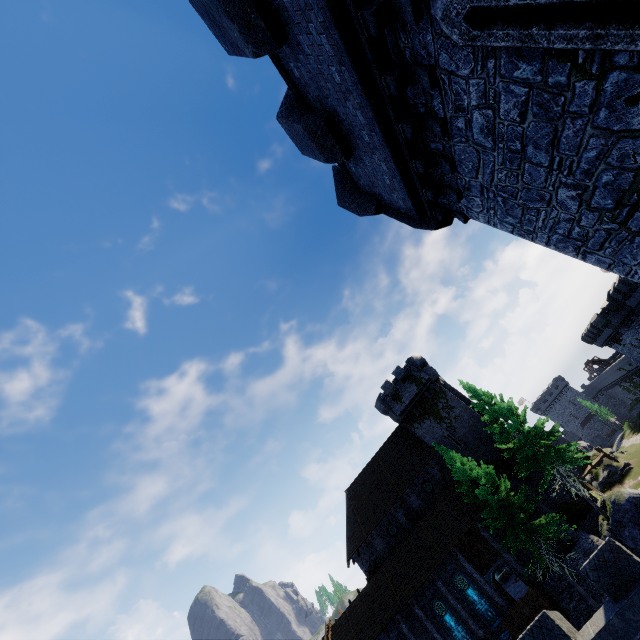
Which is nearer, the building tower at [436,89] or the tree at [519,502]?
the building tower at [436,89]

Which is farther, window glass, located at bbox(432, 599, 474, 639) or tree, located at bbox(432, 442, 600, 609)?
→ window glass, located at bbox(432, 599, 474, 639)

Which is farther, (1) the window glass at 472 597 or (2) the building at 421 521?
(2) the building at 421 521

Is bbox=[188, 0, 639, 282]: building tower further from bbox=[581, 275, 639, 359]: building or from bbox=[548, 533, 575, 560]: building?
bbox=[581, 275, 639, 359]: building

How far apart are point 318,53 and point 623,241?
6.3 meters

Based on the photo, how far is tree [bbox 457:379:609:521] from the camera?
23.9m

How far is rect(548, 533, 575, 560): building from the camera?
24.78m
